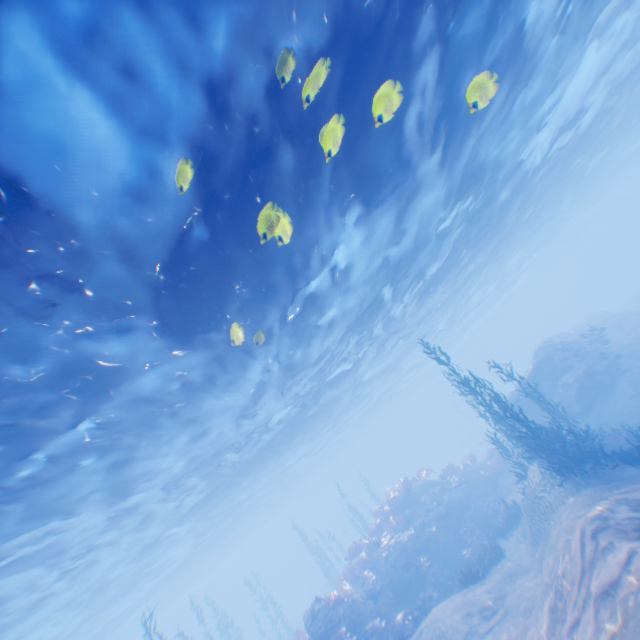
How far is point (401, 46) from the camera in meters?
8.0 m

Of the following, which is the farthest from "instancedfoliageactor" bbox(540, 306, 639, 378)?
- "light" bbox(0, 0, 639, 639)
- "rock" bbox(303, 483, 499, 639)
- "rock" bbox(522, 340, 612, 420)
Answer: "rock" bbox(303, 483, 499, 639)

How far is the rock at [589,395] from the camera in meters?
18.8 m

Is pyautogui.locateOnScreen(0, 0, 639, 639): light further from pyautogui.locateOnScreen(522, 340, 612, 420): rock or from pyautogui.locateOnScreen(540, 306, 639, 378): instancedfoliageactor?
pyautogui.locateOnScreen(540, 306, 639, 378): instancedfoliageactor

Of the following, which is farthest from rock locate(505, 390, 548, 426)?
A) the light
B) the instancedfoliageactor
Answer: the instancedfoliageactor

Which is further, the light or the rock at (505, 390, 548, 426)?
the rock at (505, 390, 548, 426)

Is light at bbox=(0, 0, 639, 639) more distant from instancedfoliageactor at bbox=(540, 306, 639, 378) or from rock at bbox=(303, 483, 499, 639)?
rock at bbox=(303, 483, 499, 639)

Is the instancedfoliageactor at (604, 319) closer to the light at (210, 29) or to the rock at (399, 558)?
the light at (210, 29)
